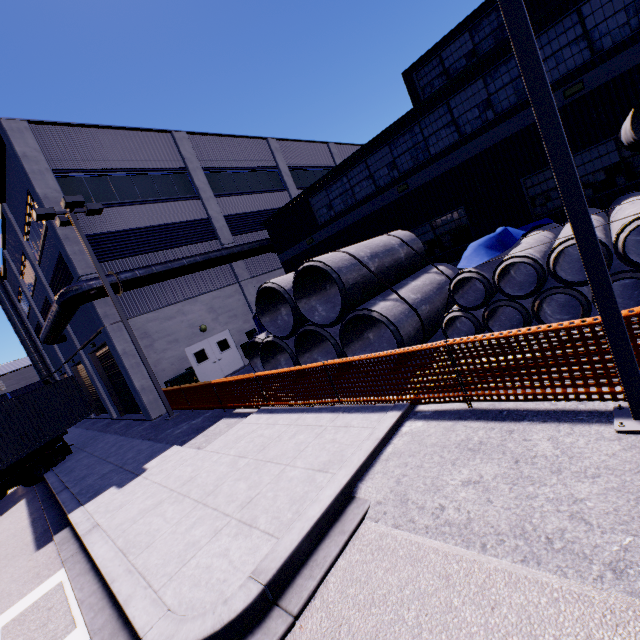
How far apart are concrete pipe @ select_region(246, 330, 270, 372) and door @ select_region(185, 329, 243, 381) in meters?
4.9 m

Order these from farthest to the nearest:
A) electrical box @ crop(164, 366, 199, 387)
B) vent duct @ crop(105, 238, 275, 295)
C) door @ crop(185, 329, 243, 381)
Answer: door @ crop(185, 329, 243, 381), electrical box @ crop(164, 366, 199, 387), vent duct @ crop(105, 238, 275, 295)

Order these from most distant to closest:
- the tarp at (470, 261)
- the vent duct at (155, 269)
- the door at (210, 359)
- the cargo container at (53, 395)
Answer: the door at (210, 359) < the vent duct at (155, 269) < the cargo container at (53, 395) < the tarp at (470, 261)

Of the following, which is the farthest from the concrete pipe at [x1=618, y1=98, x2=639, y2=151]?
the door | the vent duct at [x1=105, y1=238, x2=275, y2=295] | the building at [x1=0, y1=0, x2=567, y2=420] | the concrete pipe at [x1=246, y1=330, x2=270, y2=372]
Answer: the door

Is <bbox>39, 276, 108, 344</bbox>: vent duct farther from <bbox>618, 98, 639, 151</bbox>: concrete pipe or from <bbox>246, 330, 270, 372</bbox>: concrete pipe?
<bbox>618, 98, 639, 151</bbox>: concrete pipe

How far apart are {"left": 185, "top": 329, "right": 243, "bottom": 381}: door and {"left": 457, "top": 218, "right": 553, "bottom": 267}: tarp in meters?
14.6

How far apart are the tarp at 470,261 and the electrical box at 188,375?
13.3 meters

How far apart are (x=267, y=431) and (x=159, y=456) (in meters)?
4.04
